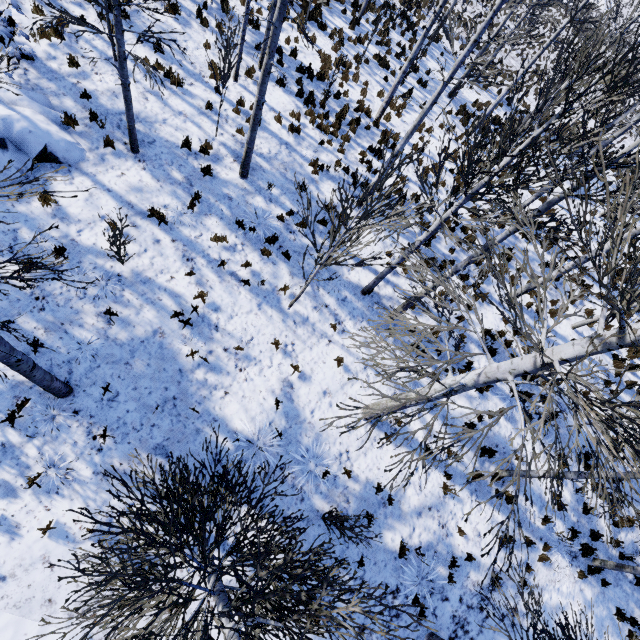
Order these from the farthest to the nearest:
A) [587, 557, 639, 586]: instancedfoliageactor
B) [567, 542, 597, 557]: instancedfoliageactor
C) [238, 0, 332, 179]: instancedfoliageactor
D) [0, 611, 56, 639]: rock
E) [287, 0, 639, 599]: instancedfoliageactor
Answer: [567, 542, 597, 557]: instancedfoliageactor
[587, 557, 639, 586]: instancedfoliageactor
[238, 0, 332, 179]: instancedfoliageactor
[0, 611, 56, 639]: rock
[287, 0, 639, 599]: instancedfoliageactor

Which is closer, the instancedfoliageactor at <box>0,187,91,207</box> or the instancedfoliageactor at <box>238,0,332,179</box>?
the instancedfoliageactor at <box>0,187,91,207</box>

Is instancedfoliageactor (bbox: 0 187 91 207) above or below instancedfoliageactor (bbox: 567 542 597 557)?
above

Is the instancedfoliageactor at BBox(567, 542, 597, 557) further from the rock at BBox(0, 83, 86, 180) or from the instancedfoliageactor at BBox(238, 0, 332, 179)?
the rock at BBox(0, 83, 86, 180)

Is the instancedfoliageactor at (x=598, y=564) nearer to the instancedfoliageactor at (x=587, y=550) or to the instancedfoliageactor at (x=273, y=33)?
the instancedfoliageactor at (x=587, y=550)

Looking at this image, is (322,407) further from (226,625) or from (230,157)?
(230,157)

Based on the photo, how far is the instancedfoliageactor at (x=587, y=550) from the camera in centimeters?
992cm
